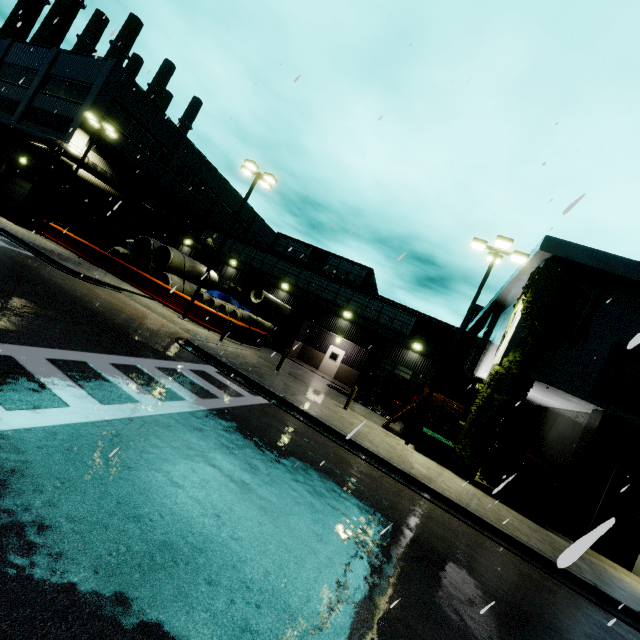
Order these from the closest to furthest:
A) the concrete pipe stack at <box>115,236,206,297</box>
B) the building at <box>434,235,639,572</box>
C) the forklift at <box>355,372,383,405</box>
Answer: the building at <box>434,235,639,572</box> < the forklift at <box>355,372,383,405</box> < the concrete pipe stack at <box>115,236,206,297</box>

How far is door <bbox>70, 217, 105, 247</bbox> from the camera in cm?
2806

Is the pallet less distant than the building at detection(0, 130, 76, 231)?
Yes

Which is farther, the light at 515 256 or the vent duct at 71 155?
the vent duct at 71 155

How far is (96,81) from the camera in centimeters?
2561cm

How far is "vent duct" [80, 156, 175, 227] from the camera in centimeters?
2595cm

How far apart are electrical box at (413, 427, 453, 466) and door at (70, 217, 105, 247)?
19.50m

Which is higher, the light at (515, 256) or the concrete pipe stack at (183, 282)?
the light at (515, 256)
